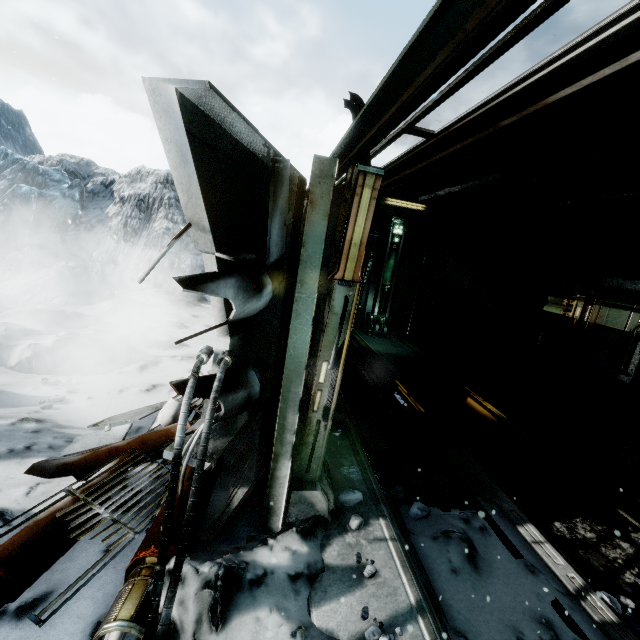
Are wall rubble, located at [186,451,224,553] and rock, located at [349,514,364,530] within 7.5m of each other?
yes

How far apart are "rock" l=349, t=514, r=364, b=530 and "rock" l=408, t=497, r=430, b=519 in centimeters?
99cm

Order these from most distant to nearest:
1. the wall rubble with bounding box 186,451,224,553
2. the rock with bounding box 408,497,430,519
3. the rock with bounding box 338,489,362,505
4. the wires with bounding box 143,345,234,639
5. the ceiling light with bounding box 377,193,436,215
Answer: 1. the ceiling light with bounding box 377,193,436,215
2. the rock with bounding box 408,497,430,519
3. the rock with bounding box 338,489,362,505
4. the wall rubble with bounding box 186,451,224,553
5. the wires with bounding box 143,345,234,639

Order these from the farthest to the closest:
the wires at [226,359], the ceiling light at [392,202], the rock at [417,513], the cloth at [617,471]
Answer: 1. the ceiling light at [392,202]
2. the cloth at [617,471]
3. the rock at [417,513]
4. the wires at [226,359]

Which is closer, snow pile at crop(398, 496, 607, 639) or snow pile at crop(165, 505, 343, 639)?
snow pile at crop(165, 505, 343, 639)

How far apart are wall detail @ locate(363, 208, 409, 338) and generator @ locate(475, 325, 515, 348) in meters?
3.3 m

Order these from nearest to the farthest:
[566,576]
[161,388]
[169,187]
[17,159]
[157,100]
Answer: [157,100], [566,576], [161,388], [17,159], [169,187]

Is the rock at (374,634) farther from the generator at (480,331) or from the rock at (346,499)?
the generator at (480,331)
